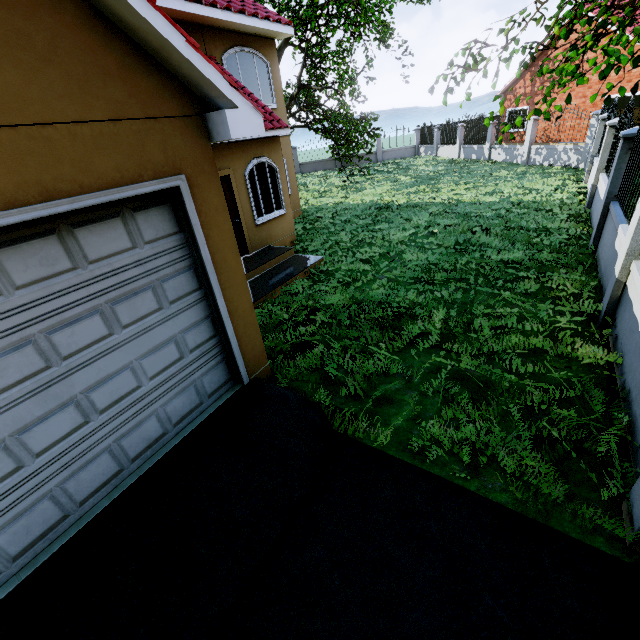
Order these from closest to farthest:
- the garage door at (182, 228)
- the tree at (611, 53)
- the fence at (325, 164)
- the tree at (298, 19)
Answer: the garage door at (182, 228) → the tree at (611, 53) → the tree at (298, 19) → the fence at (325, 164)

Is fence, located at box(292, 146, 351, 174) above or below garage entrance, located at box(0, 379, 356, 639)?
above

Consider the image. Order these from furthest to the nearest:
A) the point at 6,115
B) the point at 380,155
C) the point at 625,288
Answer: the point at 380,155
the point at 625,288
the point at 6,115

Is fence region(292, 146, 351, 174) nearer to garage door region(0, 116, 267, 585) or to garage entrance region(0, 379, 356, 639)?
garage entrance region(0, 379, 356, 639)

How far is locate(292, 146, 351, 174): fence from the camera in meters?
28.6 m

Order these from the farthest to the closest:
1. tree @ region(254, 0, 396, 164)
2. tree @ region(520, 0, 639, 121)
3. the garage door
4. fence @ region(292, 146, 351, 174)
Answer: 1. fence @ region(292, 146, 351, 174)
2. tree @ region(254, 0, 396, 164)
3. tree @ region(520, 0, 639, 121)
4. the garage door

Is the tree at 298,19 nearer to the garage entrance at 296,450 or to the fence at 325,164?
the fence at 325,164

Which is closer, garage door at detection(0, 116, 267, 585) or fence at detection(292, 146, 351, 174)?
garage door at detection(0, 116, 267, 585)
